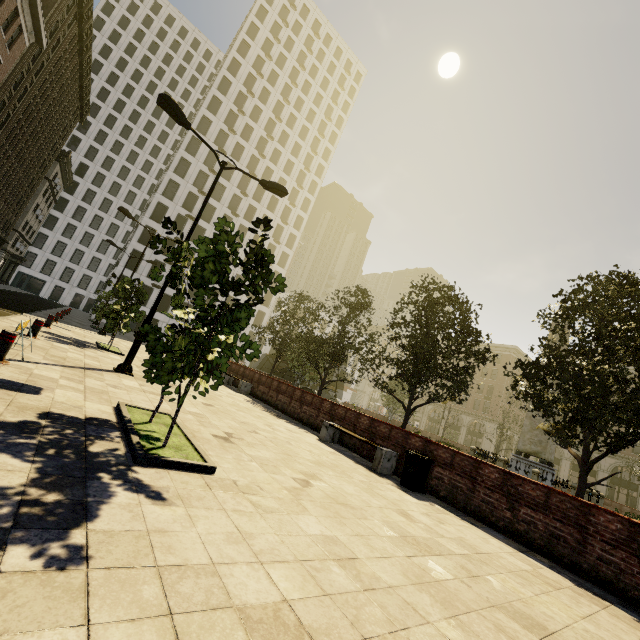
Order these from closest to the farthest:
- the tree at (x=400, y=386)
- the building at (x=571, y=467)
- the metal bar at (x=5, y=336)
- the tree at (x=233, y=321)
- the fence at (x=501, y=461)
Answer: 1. the tree at (x=233, y=321)
2. the metal bar at (x=5, y=336)
3. the tree at (x=400, y=386)
4. the fence at (x=501, y=461)
5. the building at (x=571, y=467)

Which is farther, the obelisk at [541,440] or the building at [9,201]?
the building at [9,201]

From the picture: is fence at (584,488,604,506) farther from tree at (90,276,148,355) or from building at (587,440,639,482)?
building at (587,440,639,482)

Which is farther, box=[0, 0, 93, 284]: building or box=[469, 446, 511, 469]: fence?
box=[0, 0, 93, 284]: building

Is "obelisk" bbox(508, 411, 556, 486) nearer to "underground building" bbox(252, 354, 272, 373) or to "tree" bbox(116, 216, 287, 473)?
"tree" bbox(116, 216, 287, 473)

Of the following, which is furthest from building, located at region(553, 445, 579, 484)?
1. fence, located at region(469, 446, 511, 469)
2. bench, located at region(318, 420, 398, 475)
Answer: fence, located at region(469, 446, 511, 469)

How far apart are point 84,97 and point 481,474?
62.07m

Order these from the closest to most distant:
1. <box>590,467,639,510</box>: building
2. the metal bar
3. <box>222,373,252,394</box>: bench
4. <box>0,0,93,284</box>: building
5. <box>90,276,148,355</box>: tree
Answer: the metal bar, <box>90,276,148,355</box>: tree, <box>222,373,252,394</box>: bench, <box>0,0,93,284</box>: building, <box>590,467,639,510</box>: building
